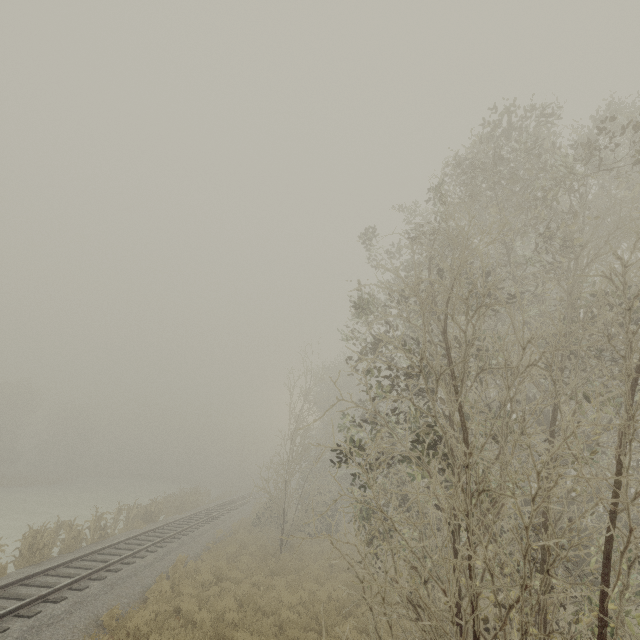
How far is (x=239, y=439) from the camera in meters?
52.0 m

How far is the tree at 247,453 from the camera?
50.2m

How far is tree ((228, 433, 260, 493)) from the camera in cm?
5021
